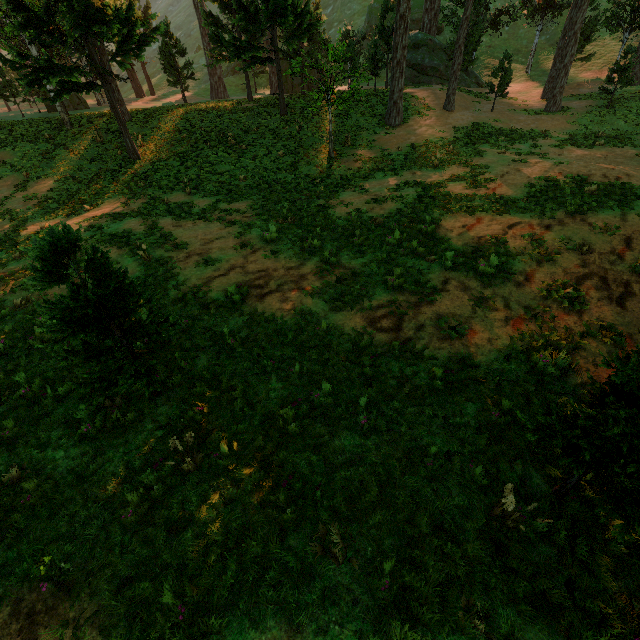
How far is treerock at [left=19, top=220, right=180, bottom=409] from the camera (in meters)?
4.54

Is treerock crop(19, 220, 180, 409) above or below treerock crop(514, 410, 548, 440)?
above

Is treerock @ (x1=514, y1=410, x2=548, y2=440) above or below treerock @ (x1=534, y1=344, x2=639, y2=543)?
above

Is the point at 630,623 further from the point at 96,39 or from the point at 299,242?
the point at 96,39

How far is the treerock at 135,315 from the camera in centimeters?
454cm

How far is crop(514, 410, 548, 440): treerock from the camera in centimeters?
426cm

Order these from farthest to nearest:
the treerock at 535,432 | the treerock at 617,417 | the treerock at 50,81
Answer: the treerock at 50,81 → the treerock at 535,432 → the treerock at 617,417

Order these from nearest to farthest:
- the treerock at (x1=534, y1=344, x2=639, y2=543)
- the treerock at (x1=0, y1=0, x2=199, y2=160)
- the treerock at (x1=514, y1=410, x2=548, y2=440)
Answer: the treerock at (x1=534, y1=344, x2=639, y2=543) → the treerock at (x1=514, y1=410, x2=548, y2=440) → the treerock at (x1=0, y1=0, x2=199, y2=160)
